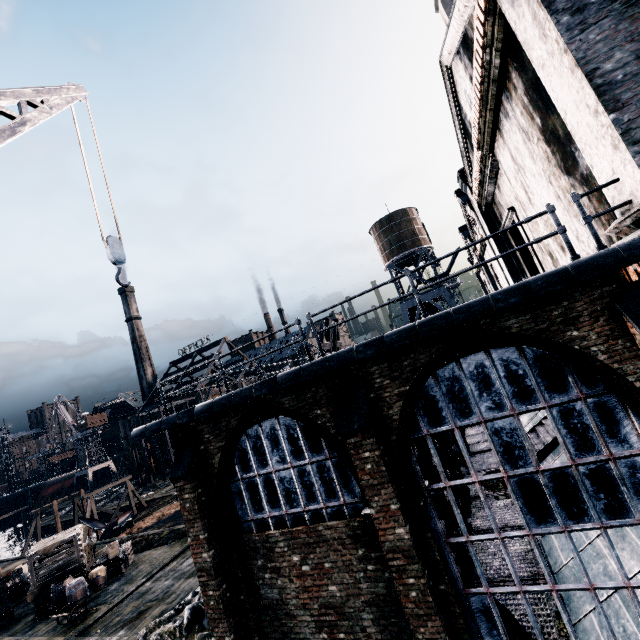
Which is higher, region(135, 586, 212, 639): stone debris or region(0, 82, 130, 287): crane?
region(0, 82, 130, 287): crane

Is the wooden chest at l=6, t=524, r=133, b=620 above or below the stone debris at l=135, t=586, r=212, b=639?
above

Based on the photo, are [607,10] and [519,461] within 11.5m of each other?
yes

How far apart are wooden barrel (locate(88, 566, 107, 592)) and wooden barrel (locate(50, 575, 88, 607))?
0.43m

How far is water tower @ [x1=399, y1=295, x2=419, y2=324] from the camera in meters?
A: 41.2 m

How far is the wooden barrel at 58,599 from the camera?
18.2 meters

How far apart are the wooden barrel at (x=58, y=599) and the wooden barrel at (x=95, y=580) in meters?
0.4
